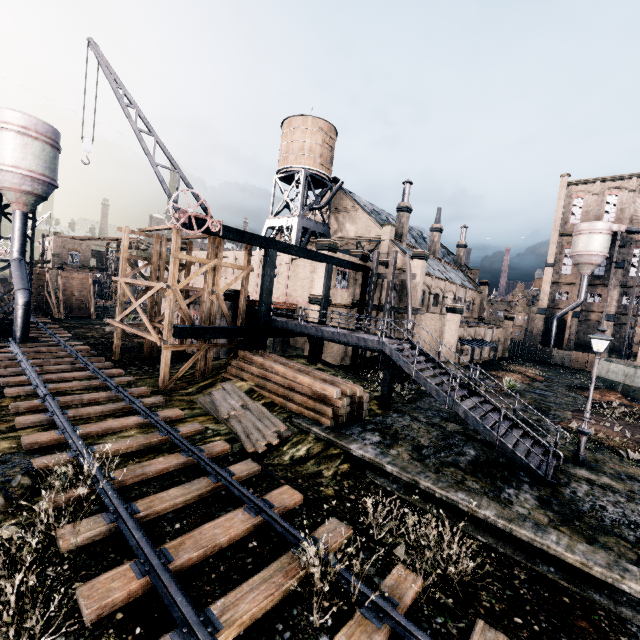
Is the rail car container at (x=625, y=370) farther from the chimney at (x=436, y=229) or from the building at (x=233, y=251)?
the chimney at (x=436, y=229)

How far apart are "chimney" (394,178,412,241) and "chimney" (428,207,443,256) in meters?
9.4

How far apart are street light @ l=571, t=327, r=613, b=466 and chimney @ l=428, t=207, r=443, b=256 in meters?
38.8

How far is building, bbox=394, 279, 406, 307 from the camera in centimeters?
3622cm

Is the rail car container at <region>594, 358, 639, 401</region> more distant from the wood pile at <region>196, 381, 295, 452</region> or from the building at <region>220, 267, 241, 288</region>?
the wood pile at <region>196, 381, 295, 452</region>

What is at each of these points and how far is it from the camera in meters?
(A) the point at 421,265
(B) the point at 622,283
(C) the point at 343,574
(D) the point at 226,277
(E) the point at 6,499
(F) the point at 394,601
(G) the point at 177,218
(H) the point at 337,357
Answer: (A) building, 35.3
(B) building, 52.8
(C) railway, 7.0
(D) building, 36.6
(E) stone debris, 8.3
(F) railway, 6.6
(G) crane, 17.1
(H) building, 29.8

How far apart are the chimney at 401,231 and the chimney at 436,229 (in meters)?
9.45
